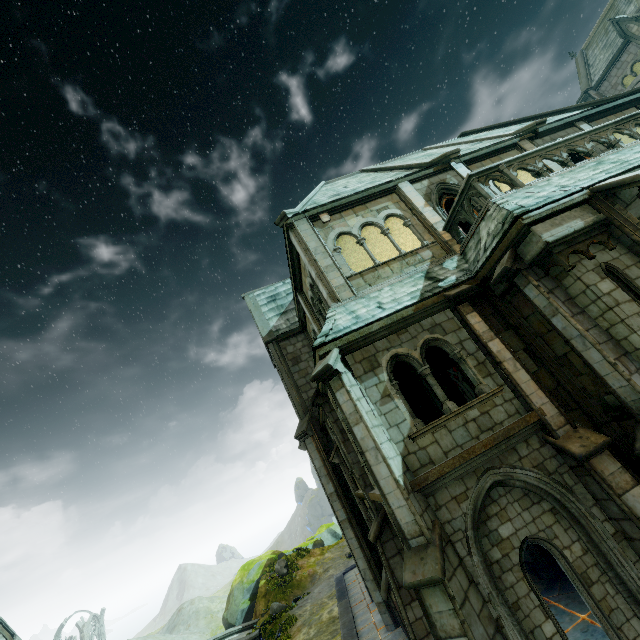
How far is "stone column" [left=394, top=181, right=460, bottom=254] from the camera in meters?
11.0

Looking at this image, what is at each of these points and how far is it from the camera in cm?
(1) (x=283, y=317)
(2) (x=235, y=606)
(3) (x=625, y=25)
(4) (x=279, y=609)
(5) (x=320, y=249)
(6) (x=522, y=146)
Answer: (1) building, 2056
(2) rock, 2725
(3) merlon, 2339
(4) plant, 2197
(5) stone column, 1092
(6) stone column, 1340

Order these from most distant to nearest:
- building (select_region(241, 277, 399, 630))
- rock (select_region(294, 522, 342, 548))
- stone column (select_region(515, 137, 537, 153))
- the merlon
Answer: rock (select_region(294, 522, 342, 548))
the merlon
building (select_region(241, 277, 399, 630))
stone column (select_region(515, 137, 537, 153))

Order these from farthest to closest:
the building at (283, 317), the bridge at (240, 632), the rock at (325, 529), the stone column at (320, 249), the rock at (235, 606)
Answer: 1. the rock at (325, 529)
2. the rock at (235, 606)
3. the bridge at (240, 632)
4. the building at (283, 317)
5. the stone column at (320, 249)

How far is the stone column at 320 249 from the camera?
10.2m

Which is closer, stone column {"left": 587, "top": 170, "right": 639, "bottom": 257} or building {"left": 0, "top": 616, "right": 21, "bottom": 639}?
stone column {"left": 587, "top": 170, "right": 639, "bottom": 257}

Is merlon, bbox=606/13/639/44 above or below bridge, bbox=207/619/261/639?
above

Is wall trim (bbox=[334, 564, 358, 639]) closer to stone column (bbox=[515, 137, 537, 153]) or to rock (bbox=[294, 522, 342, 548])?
rock (bbox=[294, 522, 342, 548])
